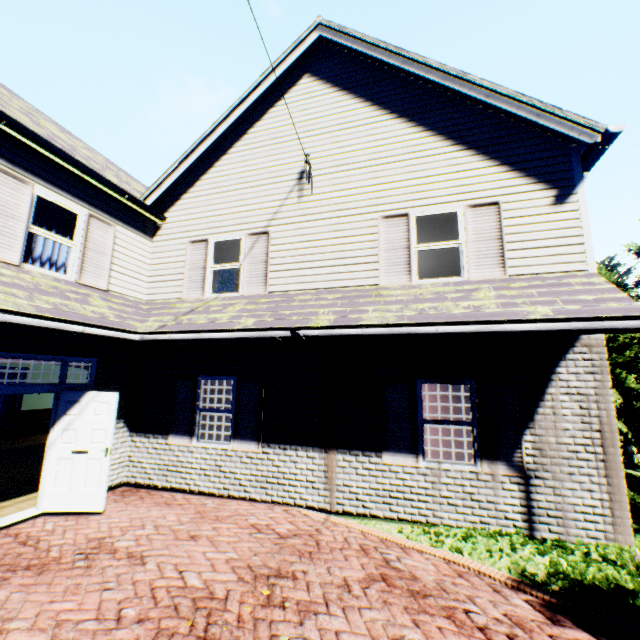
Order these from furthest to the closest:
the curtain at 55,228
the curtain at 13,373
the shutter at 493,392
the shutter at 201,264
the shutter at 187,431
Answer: the curtain at 13,373
the shutter at 201,264
the shutter at 187,431
the curtain at 55,228
the shutter at 493,392

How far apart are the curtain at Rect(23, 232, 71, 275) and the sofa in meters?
9.7 m

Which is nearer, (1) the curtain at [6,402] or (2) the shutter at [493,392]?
(2) the shutter at [493,392]

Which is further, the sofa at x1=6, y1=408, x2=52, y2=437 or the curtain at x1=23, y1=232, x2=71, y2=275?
the sofa at x1=6, y1=408, x2=52, y2=437

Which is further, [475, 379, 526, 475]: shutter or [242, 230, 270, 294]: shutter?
[242, 230, 270, 294]: shutter

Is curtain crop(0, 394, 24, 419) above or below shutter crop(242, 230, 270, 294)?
below

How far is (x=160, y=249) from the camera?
8.76m

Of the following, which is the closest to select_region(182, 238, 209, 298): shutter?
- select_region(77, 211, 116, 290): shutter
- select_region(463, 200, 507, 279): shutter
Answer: select_region(77, 211, 116, 290): shutter
